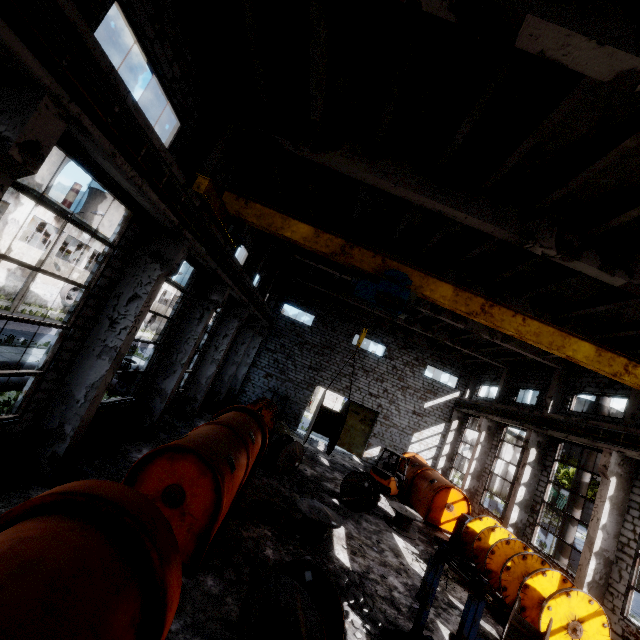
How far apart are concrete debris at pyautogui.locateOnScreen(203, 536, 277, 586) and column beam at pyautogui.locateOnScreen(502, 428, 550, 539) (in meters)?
13.04

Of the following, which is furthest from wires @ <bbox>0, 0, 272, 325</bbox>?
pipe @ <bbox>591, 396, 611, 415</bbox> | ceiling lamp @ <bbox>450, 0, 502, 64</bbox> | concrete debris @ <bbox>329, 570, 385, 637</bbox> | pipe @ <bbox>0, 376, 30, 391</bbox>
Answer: concrete debris @ <bbox>329, 570, 385, 637</bbox>

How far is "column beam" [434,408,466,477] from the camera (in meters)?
24.59

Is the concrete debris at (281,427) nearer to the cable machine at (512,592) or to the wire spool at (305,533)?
the cable machine at (512,592)

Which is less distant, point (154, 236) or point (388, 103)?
point (388, 103)

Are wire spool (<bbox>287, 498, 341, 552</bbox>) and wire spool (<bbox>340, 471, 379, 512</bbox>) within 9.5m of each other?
yes

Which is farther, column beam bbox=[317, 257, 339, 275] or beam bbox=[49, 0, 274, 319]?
column beam bbox=[317, 257, 339, 275]

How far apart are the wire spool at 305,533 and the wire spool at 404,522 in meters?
4.5 m
